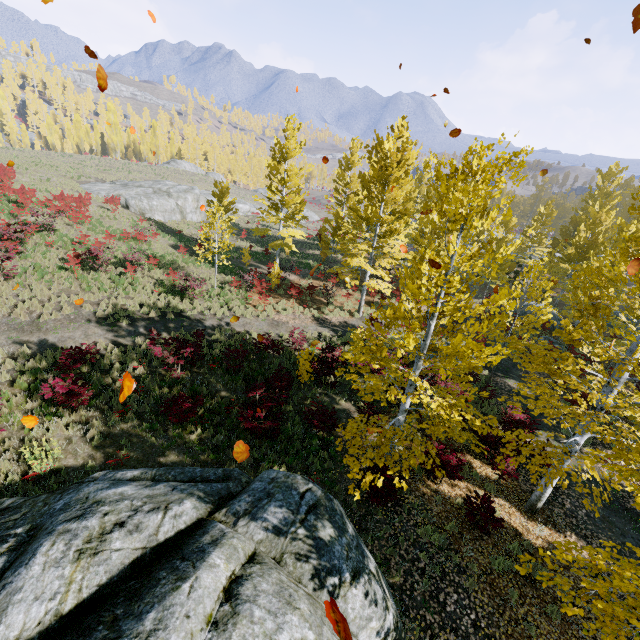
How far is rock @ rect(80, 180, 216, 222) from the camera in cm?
3183

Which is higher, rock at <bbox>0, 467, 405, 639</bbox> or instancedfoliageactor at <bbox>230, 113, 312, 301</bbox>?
instancedfoliageactor at <bbox>230, 113, 312, 301</bbox>

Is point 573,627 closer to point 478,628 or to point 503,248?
point 478,628

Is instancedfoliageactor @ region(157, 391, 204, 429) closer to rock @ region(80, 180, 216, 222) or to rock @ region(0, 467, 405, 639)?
rock @ region(0, 467, 405, 639)

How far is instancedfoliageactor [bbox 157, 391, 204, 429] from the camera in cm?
955

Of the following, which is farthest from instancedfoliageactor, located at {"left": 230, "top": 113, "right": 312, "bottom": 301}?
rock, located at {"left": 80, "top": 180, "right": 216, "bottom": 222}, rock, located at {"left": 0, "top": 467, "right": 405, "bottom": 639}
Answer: rock, located at {"left": 80, "top": 180, "right": 216, "bottom": 222}

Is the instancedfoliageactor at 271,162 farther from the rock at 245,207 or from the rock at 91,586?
the rock at 245,207

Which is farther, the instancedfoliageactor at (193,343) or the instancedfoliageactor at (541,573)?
the instancedfoliageactor at (193,343)
